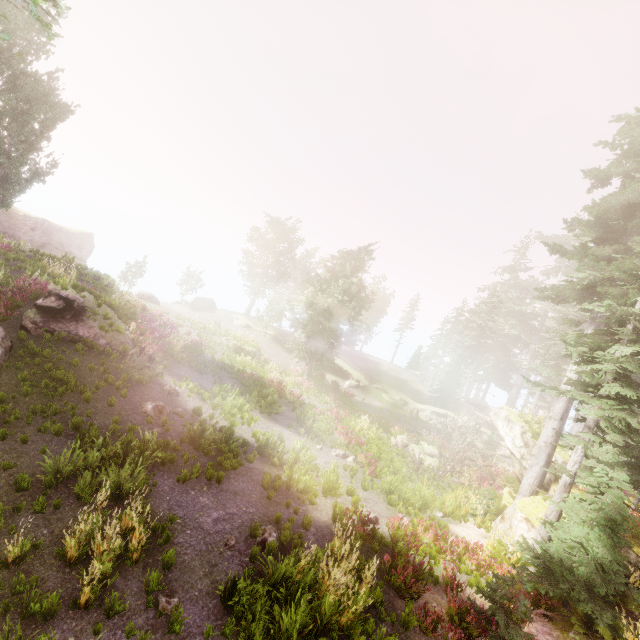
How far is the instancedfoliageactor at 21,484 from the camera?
7.04m

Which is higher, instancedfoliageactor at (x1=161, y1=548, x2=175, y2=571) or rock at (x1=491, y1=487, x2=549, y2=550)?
rock at (x1=491, y1=487, x2=549, y2=550)

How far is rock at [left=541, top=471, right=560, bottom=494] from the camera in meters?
15.0

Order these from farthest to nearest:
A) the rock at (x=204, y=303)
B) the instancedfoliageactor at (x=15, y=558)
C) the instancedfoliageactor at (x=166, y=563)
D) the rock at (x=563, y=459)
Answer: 1. the rock at (x=204, y=303)
2. the rock at (x=563, y=459)
3. the instancedfoliageactor at (x=166, y=563)
4. the instancedfoliageactor at (x=15, y=558)

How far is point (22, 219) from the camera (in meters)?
36.69

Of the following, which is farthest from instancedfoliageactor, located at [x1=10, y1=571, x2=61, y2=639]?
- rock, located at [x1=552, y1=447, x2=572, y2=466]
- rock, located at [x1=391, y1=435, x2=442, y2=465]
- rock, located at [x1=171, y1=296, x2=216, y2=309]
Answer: rock, located at [x1=391, y1=435, x2=442, y2=465]

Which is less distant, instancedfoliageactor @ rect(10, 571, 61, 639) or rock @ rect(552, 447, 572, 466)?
instancedfoliageactor @ rect(10, 571, 61, 639)
